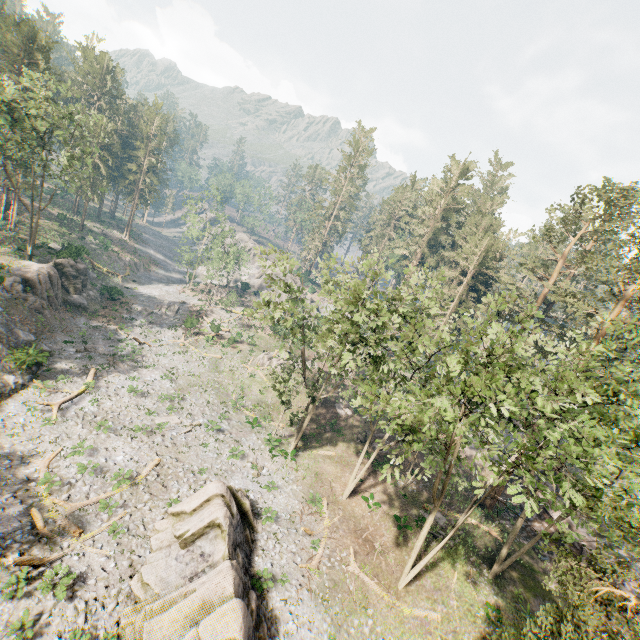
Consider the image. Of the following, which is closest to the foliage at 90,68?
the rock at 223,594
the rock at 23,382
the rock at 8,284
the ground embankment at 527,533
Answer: the ground embankment at 527,533

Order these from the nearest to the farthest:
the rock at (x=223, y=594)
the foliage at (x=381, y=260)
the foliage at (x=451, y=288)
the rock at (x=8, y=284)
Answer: the foliage at (x=451, y=288) < the rock at (x=223, y=594) < the foliage at (x=381, y=260) < the rock at (x=8, y=284)

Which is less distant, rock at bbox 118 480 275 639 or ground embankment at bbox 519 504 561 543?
rock at bbox 118 480 275 639

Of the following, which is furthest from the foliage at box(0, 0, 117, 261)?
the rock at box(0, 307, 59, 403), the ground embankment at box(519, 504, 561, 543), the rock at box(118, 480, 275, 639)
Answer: the rock at box(0, 307, 59, 403)

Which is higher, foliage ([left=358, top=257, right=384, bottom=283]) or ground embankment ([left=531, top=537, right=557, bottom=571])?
foliage ([left=358, top=257, right=384, bottom=283])

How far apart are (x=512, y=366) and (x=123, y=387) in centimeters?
3211cm

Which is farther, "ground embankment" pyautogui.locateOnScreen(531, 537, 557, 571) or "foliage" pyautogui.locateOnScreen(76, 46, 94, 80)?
"foliage" pyautogui.locateOnScreen(76, 46, 94, 80)
